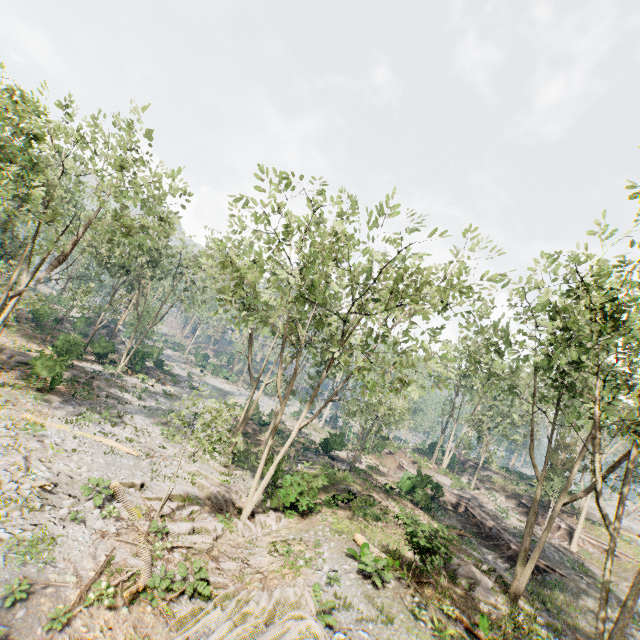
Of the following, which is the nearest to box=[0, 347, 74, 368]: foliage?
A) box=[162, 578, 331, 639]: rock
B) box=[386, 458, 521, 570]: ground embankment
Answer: box=[162, 578, 331, 639]: rock

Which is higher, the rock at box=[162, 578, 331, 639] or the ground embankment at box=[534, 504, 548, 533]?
the ground embankment at box=[534, 504, 548, 533]

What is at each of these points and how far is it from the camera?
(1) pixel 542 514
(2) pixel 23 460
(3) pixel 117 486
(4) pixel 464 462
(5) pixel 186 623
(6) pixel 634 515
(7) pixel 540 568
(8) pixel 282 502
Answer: (1) ground embankment, 33.5m
(2) foliage, 14.4m
(3) foliage, 15.7m
(4) ground embankment, 52.9m
(5) rock, 10.8m
(6) rock, 44.9m
(7) ground embankment, 23.0m
(8) foliage, 18.2m

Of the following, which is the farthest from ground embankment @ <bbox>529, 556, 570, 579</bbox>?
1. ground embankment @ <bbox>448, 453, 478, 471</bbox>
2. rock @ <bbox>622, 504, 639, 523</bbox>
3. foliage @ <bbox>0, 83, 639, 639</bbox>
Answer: rock @ <bbox>622, 504, 639, 523</bbox>

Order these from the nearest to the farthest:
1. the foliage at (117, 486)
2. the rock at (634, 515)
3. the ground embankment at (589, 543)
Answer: the foliage at (117, 486)
the ground embankment at (589, 543)
the rock at (634, 515)

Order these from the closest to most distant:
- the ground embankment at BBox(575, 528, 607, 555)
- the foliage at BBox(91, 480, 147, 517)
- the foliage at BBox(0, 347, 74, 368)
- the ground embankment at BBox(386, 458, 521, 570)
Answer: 1. the foliage at BBox(91, 480, 147, 517)
2. the foliage at BBox(0, 347, 74, 368)
3. the ground embankment at BBox(386, 458, 521, 570)
4. the ground embankment at BBox(575, 528, 607, 555)

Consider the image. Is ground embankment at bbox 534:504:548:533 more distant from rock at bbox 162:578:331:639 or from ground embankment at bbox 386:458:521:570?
rock at bbox 162:578:331:639

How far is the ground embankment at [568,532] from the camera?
29.69m
